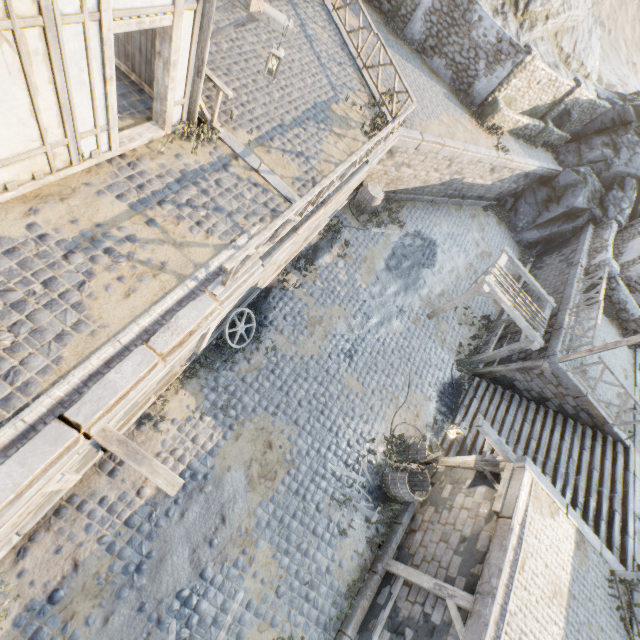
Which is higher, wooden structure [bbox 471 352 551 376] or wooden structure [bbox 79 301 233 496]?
wooden structure [bbox 79 301 233 496]

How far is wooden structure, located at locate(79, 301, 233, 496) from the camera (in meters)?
4.84

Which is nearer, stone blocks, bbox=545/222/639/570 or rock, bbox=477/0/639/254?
stone blocks, bbox=545/222/639/570

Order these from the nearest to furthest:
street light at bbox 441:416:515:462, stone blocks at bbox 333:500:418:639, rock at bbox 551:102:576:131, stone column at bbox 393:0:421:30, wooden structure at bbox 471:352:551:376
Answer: stone blocks at bbox 333:500:418:639 → street light at bbox 441:416:515:462 → wooden structure at bbox 471:352:551:376 → stone column at bbox 393:0:421:30 → rock at bbox 551:102:576:131

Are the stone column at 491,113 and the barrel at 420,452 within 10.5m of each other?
no

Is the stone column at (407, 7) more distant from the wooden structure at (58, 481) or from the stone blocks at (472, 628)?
the wooden structure at (58, 481)

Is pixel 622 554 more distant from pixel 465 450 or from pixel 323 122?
pixel 323 122

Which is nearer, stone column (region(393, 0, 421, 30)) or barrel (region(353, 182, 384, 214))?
barrel (region(353, 182, 384, 214))
